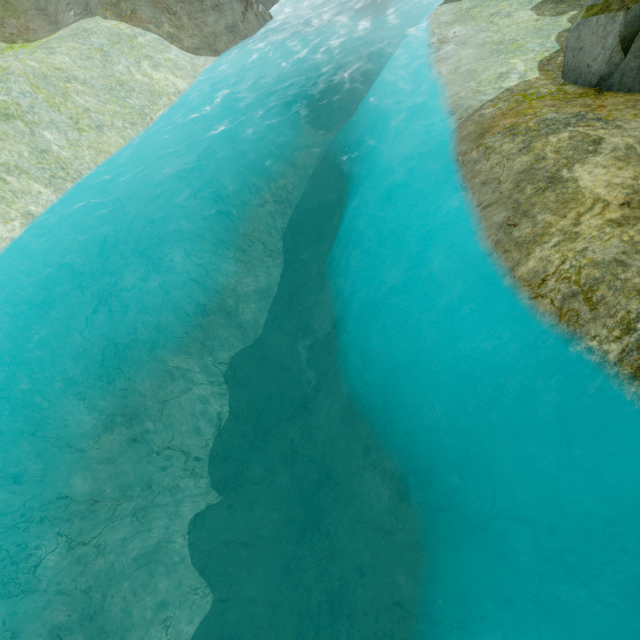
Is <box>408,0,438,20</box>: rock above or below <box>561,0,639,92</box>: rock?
below

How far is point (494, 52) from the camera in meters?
11.8

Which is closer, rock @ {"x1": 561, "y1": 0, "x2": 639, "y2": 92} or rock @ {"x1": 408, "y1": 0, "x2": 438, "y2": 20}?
rock @ {"x1": 561, "y1": 0, "x2": 639, "y2": 92}

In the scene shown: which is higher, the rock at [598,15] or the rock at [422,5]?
the rock at [598,15]

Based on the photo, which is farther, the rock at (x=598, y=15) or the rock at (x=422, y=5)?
the rock at (x=422, y=5)
